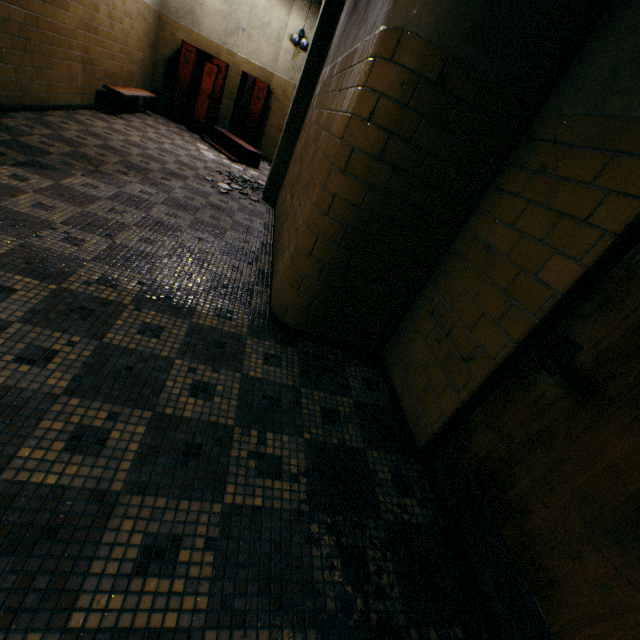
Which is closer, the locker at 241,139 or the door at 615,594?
the door at 615,594

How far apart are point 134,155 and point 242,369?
4.4 meters

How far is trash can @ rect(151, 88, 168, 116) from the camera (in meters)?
7.79

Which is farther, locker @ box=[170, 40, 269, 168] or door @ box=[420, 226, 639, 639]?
locker @ box=[170, 40, 269, 168]

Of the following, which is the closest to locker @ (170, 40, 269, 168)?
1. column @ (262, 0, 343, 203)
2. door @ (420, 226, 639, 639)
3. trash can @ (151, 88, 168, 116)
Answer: trash can @ (151, 88, 168, 116)

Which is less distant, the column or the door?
the door

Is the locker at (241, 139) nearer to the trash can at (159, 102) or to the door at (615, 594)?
the trash can at (159, 102)

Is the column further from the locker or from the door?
the door
